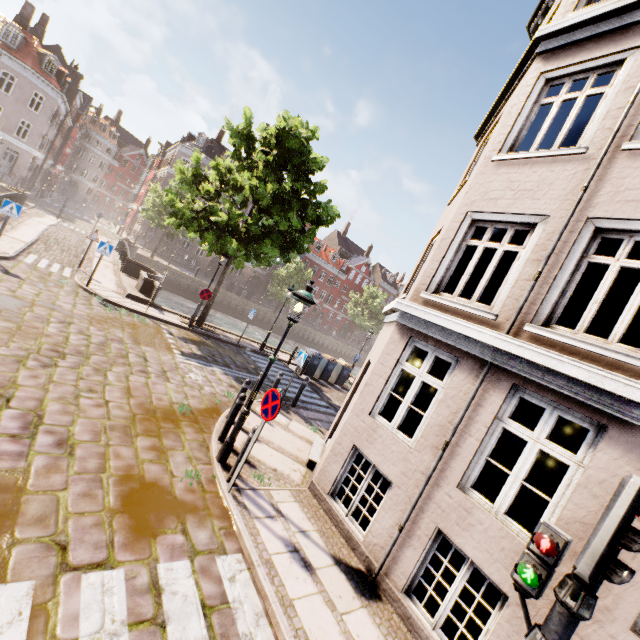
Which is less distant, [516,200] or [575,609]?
[575,609]

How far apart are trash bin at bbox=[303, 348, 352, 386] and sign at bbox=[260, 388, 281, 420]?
12.47m

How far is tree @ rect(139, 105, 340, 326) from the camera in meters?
12.9

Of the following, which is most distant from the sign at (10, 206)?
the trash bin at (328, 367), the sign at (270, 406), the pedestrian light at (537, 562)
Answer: the pedestrian light at (537, 562)

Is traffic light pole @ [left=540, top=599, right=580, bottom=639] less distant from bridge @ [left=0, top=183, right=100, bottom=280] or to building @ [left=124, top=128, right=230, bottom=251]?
bridge @ [left=0, top=183, right=100, bottom=280]

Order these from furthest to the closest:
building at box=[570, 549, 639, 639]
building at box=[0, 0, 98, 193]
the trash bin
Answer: building at box=[0, 0, 98, 193]
the trash bin
building at box=[570, 549, 639, 639]

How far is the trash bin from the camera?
17.3 meters

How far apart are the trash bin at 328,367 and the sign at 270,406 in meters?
12.5 m
